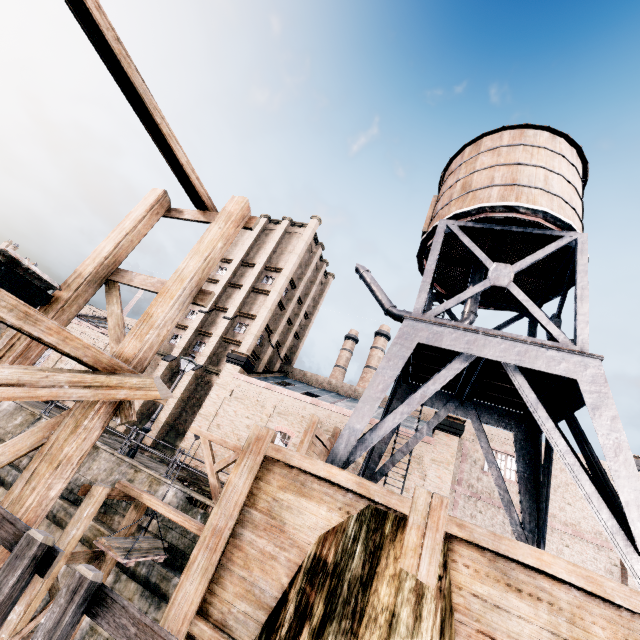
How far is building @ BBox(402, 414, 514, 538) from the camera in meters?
22.0

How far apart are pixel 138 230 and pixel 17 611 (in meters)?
10.65

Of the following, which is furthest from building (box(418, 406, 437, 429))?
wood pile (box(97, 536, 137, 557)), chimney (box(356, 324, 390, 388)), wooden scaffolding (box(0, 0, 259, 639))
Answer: wooden scaffolding (box(0, 0, 259, 639))

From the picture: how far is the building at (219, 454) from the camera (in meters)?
25.58

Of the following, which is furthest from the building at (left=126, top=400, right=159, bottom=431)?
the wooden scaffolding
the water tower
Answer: the wooden scaffolding

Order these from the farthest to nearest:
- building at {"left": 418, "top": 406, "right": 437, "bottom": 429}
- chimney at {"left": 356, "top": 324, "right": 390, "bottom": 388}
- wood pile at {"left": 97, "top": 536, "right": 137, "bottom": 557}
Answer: chimney at {"left": 356, "top": 324, "right": 390, "bottom": 388}
building at {"left": 418, "top": 406, "right": 437, "bottom": 429}
wood pile at {"left": 97, "top": 536, "right": 137, "bottom": 557}

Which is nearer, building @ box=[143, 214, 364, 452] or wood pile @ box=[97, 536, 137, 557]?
wood pile @ box=[97, 536, 137, 557]

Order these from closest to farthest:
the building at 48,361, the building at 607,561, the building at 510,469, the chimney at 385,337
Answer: the building at 607,561 → the building at 510,469 → the building at 48,361 → the chimney at 385,337
